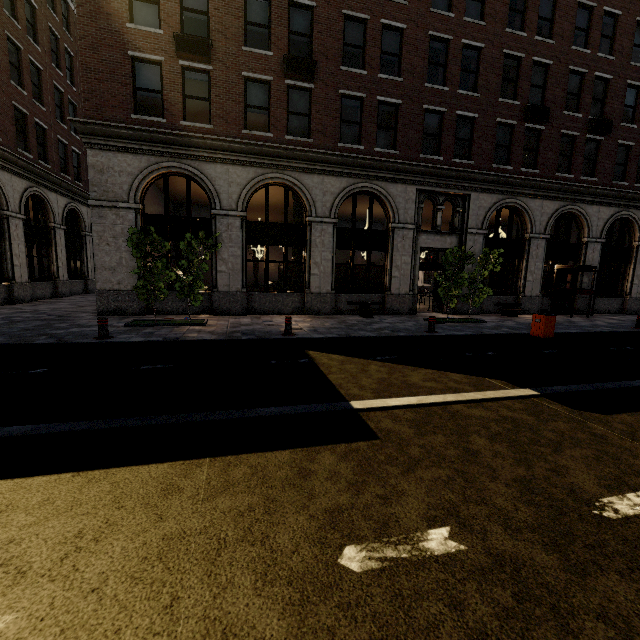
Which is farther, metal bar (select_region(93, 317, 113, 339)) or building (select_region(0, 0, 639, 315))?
building (select_region(0, 0, 639, 315))

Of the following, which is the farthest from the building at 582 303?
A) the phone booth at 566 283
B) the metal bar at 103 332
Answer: the metal bar at 103 332

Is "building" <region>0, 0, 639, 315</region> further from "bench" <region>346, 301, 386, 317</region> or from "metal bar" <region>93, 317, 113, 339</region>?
"metal bar" <region>93, 317, 113, 339</region>

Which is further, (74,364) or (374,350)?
(374,350)

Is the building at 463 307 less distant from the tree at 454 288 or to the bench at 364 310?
the bench at 364 310

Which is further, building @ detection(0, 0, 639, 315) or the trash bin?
building @ detection(0, 0, 639, 315)

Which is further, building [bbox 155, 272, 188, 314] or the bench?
the bench

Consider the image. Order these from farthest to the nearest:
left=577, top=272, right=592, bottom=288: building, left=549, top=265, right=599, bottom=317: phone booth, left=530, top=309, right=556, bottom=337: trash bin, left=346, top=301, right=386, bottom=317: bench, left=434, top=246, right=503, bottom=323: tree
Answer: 1. left=577, top=272, right=592, bottom=288: building
2. left=549, top=265, right=599, bottom=317: phone booth
3. left=346, top=301, right=386, bottom=317: bench
4. left=434, top=246, right=503, bottom=323: tree
5. left=530, top=309, right=556, bottom=337: trash bin
